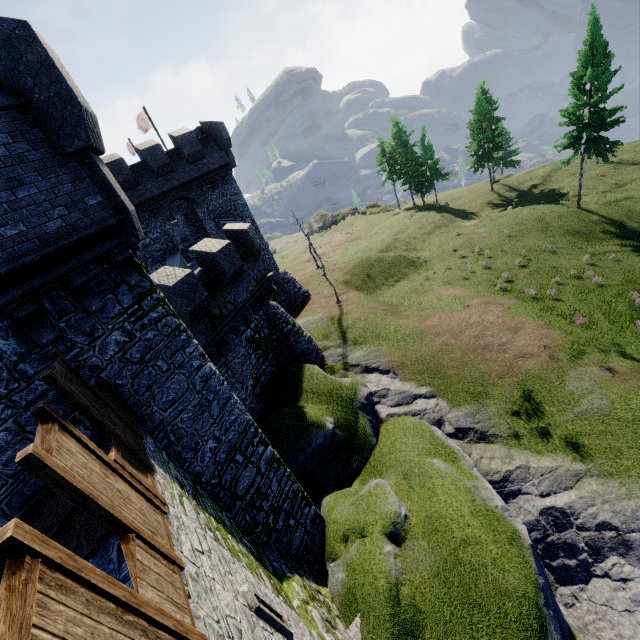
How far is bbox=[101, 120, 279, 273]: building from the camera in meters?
21.3 m

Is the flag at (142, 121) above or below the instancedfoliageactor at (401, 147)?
above

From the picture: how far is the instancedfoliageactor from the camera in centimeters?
4441cm

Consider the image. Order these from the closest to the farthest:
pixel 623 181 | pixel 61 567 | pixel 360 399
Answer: pixel 61 567, pixel 360 399, pixel 623 181

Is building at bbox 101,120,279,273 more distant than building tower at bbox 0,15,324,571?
Yes

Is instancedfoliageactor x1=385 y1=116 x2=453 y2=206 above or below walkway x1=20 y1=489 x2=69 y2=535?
below

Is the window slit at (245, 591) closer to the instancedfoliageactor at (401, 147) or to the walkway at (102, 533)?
the walkway at (102, 533)
